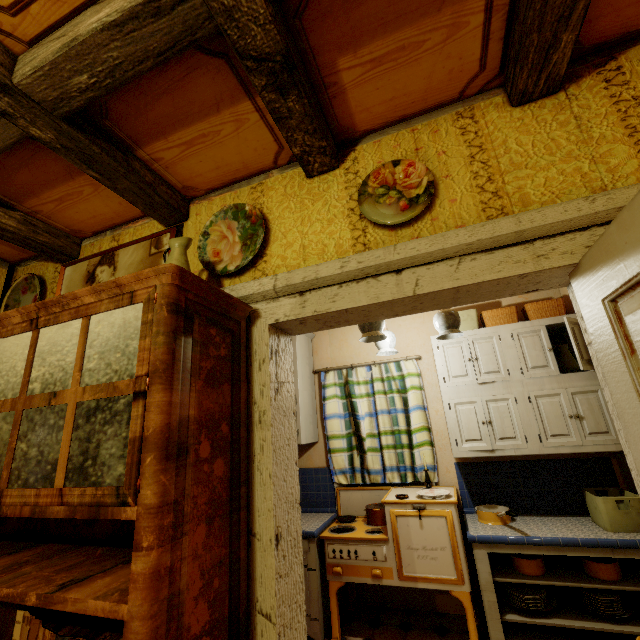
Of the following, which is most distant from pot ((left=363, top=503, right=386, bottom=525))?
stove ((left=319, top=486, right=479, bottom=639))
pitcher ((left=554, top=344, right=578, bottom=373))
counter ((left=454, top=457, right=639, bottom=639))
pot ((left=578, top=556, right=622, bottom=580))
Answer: pitcher ((left=554, top=344, right=578, bottom=373))

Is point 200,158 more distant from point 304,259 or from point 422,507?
point 422,507

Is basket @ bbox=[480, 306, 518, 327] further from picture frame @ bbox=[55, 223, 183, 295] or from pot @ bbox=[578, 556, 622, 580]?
picture frame @ bbox=[55, 223, 183, 295]

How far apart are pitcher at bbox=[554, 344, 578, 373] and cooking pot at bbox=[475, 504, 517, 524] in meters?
1.3 m

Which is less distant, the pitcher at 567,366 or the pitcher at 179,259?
the pitcher at 179,259

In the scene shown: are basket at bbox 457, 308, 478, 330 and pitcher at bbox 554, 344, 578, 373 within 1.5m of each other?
yes

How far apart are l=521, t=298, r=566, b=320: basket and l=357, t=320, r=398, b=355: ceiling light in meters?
1.1

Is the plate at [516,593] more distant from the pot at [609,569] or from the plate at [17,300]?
the plate at [17,300]
